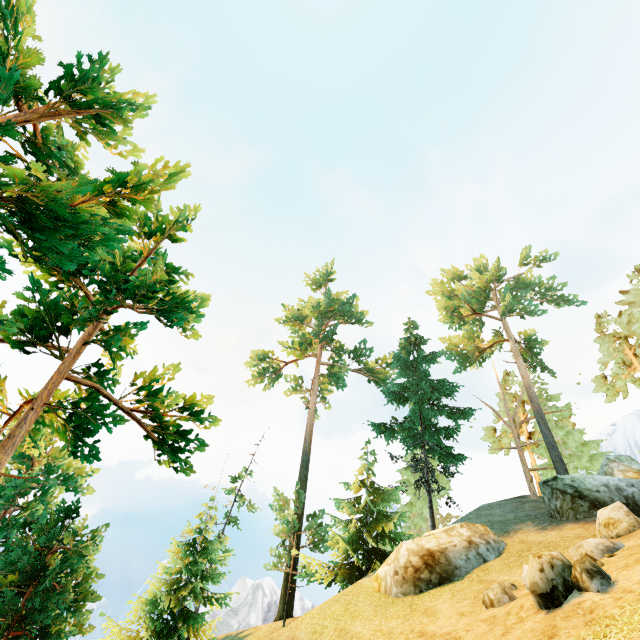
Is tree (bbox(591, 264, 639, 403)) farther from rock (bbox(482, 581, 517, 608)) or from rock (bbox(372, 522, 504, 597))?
rock (bbox(482, 581, 517, 608))

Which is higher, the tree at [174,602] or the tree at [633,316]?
the tree at [633,316]

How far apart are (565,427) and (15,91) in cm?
3885

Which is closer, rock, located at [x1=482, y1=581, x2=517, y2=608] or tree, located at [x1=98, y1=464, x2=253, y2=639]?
rock, located at [x1=482, y1=581, x2=517, y2=608]

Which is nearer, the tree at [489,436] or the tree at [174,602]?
Answer: the tree at [174,602]

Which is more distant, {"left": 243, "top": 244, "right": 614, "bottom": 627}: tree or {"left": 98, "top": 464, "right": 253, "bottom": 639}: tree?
{"left": 243, "top": 244, "right": 614, "bottom": 627}: tree

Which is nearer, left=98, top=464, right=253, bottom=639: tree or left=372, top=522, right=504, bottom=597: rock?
left=372, top=522, right=504, bottom=597: rock
